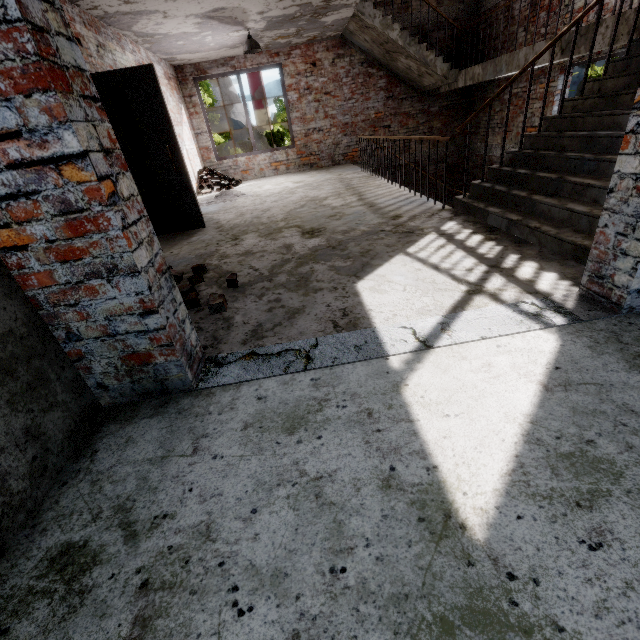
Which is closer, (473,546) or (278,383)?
(473,546)

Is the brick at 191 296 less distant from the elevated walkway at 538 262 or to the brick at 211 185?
the elevated walkway at 538 262

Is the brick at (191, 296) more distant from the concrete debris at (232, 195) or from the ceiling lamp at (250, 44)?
the ceiling lamp at (250, 44)

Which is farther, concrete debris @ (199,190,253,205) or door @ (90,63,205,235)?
concrete debris @ (199,190,253,205)

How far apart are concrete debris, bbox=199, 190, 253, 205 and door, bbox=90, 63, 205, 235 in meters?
2.3

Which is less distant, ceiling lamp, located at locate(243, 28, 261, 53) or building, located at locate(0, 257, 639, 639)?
building, located at locate(0, 257, 639, 639)

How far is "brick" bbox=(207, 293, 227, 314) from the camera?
2.5 meters

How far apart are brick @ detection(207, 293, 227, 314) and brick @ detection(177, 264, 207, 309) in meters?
0.1
